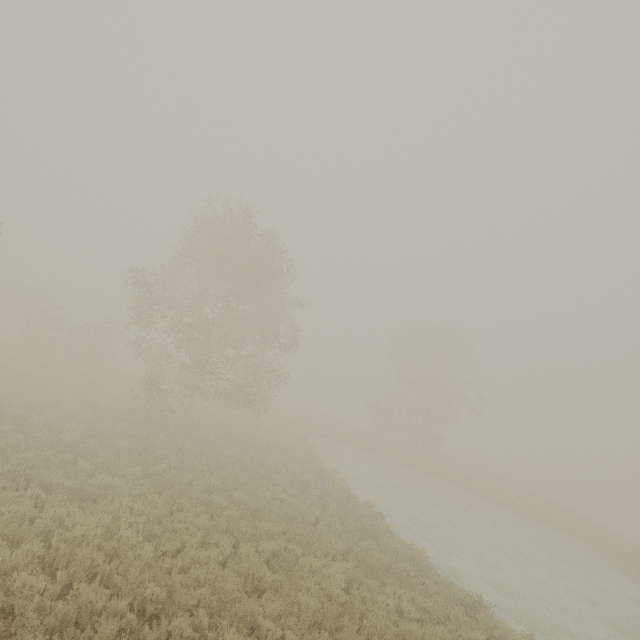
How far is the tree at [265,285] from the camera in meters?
18.6

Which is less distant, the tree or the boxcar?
the tree

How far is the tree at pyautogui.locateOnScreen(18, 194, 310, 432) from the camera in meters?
18.6 m

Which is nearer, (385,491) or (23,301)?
(385,491)

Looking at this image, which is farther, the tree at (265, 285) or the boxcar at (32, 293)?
the boxcar at (32, 293)
